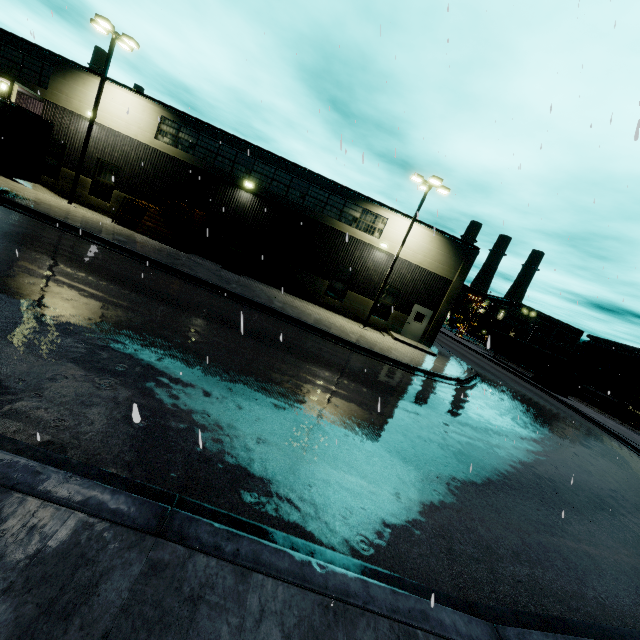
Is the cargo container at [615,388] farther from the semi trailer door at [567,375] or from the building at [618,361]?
the semi trailer door at [567,375]

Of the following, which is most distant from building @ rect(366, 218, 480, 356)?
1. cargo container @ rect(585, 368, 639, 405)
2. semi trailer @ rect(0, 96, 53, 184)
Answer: semi trailer @ rect(0, 96, 53, 184)

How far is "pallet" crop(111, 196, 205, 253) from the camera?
19.2 meters

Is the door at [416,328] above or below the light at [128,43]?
below

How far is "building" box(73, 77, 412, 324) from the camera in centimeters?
2055cm

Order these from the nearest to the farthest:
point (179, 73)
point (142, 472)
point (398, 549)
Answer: point (142, 472), point (398, 549), point (179, 73)

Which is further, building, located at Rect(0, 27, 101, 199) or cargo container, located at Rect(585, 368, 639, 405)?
cargo container, located at Rect(585, 368, 639, 405)

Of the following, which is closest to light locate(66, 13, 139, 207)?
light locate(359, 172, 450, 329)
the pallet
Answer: the pallet
